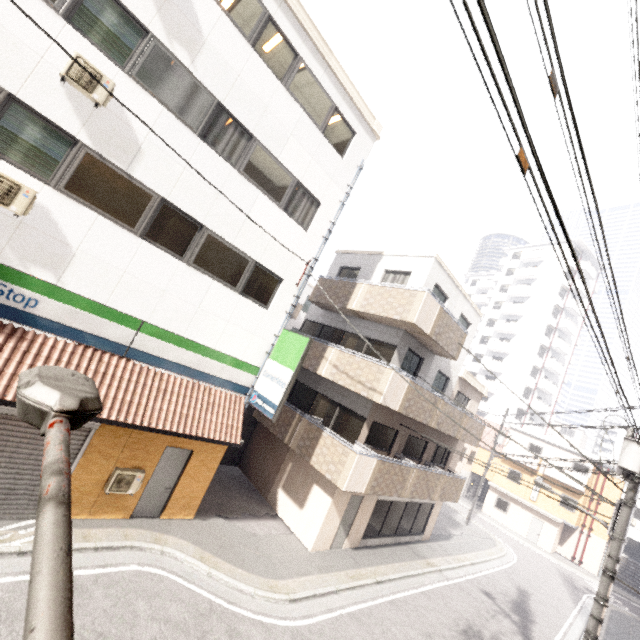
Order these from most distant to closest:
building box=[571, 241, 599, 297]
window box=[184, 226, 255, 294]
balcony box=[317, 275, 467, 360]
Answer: building box=[571, 241, 599, 297] → balcony box=[317, 275, 467, 360] → window box=[184, 226, 255, 294]

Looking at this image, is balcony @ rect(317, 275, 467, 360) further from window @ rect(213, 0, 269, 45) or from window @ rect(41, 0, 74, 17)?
window @ rect(41, 0, 74, 17)

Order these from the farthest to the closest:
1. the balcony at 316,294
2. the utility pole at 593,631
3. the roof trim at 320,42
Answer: the balcony at 316,294 → the roof trim at 320,42 → the utility pole at 593,631

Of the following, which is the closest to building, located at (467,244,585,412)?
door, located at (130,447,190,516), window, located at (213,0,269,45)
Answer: door, located at (130,447,190,516)

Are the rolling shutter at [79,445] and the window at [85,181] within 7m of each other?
yes

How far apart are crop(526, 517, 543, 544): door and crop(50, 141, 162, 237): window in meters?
38.7 m

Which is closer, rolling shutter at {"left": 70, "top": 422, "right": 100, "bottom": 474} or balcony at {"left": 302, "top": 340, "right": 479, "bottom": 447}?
rolling shutter at {"left": 70, "top": 422, "right": 100, "bottom": 474}

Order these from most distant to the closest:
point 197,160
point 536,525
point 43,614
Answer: point 536,525 → point 197,160 → point 43,614
